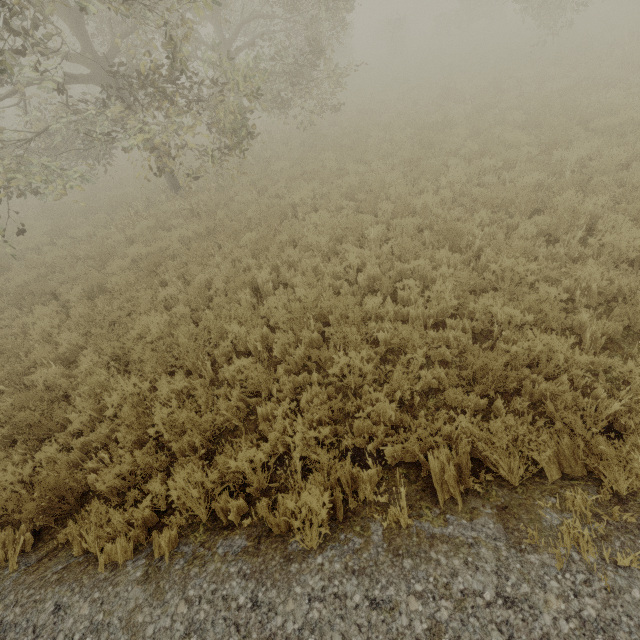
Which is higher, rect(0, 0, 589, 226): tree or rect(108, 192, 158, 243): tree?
rect(0, 0, 589, 226): tree

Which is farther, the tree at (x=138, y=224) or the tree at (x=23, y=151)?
the tree at (x=138, y=224)

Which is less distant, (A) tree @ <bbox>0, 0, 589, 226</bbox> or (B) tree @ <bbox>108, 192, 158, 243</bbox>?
(A) tree @ <bbox>0, 0, 589, 226</bbox>

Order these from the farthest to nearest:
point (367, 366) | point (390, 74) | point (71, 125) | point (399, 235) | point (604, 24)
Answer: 1. point (71, 125)
2. point (390, 74)
3. point (604, 24)
4. point (399, 235)
5. point (367, 366)

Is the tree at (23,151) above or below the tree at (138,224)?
above

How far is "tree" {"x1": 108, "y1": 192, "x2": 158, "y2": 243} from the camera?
10.0m
